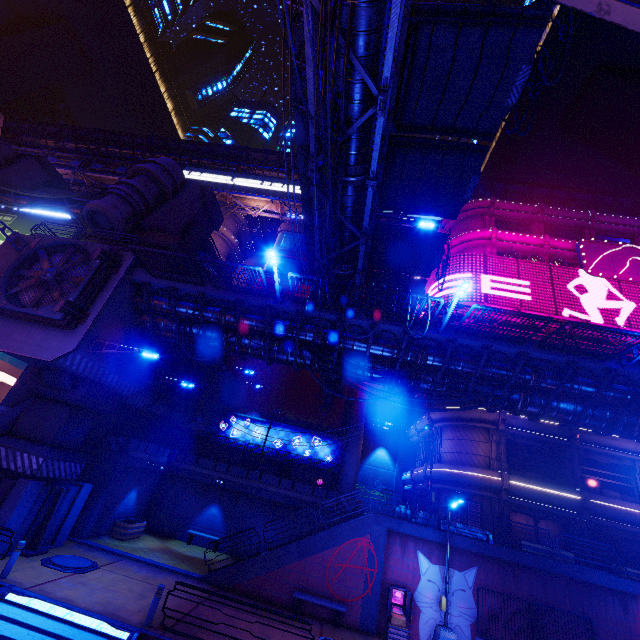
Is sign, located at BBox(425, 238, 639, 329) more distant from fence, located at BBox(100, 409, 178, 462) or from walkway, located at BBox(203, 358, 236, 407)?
fence, located at BBox(100, 409, 178, 462)

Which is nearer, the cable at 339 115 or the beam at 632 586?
the cable at 339 115

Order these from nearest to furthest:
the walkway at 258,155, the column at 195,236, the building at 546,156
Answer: the column at 195,236, the building at 546,156, the walkway at 258,155

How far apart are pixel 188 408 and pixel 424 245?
21.8 meters

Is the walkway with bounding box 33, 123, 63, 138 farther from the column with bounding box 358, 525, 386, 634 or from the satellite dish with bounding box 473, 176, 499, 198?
the column with bounding box 358, 525, 386, 634

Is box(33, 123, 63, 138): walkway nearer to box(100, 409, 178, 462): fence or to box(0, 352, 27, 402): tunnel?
box(0, 352, 27, 402): tunnel

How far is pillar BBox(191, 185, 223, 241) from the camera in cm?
2946

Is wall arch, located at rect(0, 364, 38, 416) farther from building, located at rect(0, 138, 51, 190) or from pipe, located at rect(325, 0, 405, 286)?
pipe, located at rect(325, 0, 405, 286)
